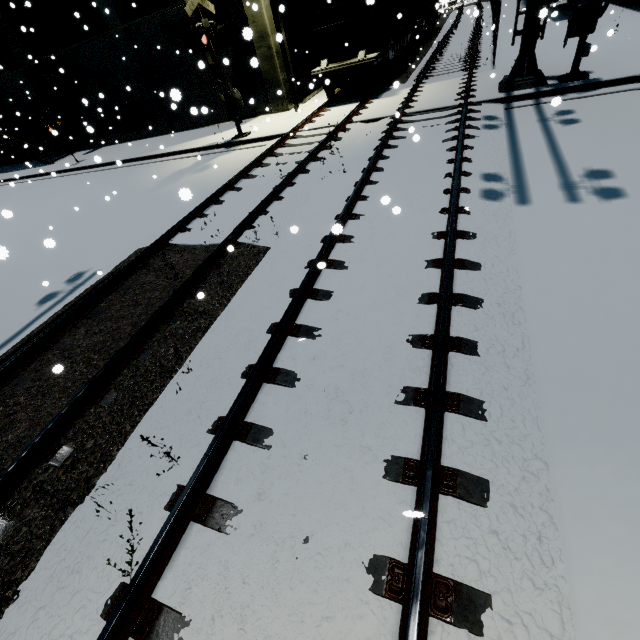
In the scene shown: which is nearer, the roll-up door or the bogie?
the bogie

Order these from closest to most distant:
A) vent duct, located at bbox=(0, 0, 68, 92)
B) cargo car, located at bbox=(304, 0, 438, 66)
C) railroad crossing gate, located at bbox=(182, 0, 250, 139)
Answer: railroad crossing gate, located at bbox=(182, 0, 250, 139), cargo car, located at bbox=(304, 0, 438, 66), vent duct, located at bbox=(0, 0, 68, 92)

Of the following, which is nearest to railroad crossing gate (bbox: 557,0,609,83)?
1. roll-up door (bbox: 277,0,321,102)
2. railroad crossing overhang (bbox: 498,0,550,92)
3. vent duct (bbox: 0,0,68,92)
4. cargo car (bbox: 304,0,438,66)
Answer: railroad crossing overhang (bbox: 498,0,550,92)

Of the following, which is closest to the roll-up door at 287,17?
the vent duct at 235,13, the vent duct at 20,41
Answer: the vent duct at 235,13

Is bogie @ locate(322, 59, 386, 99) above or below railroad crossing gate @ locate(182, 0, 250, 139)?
below

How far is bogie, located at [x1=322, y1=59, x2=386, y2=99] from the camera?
13.9m

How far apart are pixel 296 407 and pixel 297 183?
7.2 meters

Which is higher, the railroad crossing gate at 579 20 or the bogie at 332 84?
the railroad crossing gate at 579 20
